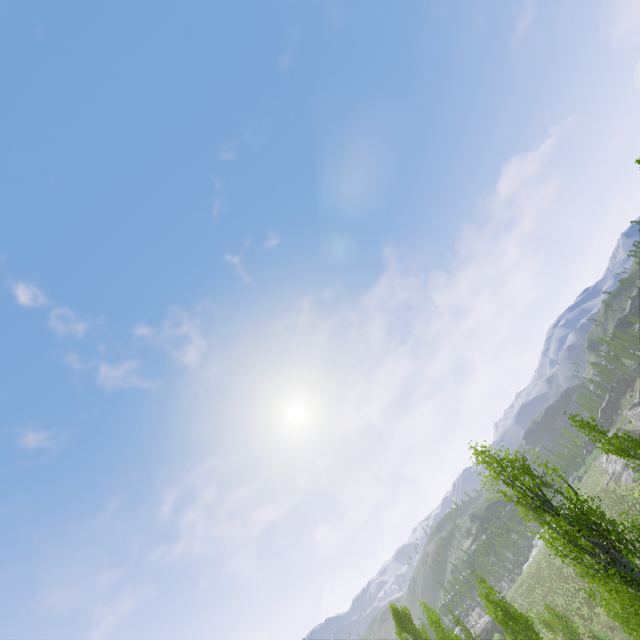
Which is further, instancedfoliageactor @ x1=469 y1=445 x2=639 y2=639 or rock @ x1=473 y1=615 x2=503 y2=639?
rock @ x1=473 y1=615 x2=503 y2=639

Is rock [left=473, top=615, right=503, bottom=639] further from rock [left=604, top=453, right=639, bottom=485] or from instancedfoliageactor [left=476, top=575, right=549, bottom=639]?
rock [left=604, top=453, right=639, bottom=485]

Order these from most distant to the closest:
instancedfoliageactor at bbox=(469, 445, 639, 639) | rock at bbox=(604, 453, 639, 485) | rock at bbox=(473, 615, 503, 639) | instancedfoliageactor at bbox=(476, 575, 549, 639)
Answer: rock at bbox=(473, 615, 503, 639), rock at bbox=(604, 453, 639, 485), instancedfoliageactor at bbox=(476, 575, 549, 639), instancedfoliageactor at bbox=(469, 445, 639, 639)

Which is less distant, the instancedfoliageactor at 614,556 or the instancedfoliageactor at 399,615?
the instancedfoliageactor at 614,556

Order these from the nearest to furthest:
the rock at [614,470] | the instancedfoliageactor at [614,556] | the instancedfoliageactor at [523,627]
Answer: the instancedfoliageactor at [614,556] → the instancedfoliageactor at [523,627] → the rock at [614,470]

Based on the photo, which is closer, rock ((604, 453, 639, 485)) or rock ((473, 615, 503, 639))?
rock ((604, 453, 639, 485))

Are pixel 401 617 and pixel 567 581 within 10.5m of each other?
no

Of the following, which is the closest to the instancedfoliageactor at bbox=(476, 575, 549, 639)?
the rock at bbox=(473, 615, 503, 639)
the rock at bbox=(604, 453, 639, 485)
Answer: the rock at bbox=(473, 615, 503, 639)
